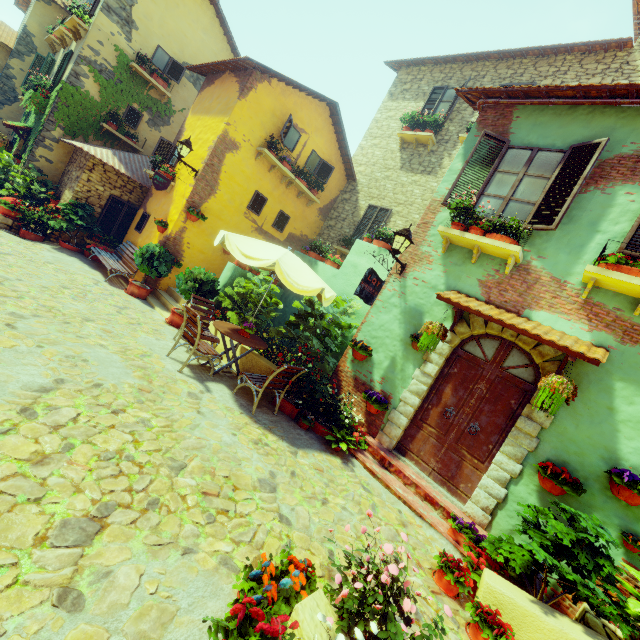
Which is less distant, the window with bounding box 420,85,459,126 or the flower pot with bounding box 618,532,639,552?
the flower pot with bounding box 618,532,639,552

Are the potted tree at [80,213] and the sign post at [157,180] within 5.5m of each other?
yes

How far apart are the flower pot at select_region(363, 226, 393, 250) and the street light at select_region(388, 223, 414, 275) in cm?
109

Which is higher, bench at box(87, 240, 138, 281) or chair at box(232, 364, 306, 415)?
chair at box(232, 364, 306, 415)

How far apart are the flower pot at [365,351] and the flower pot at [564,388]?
2.96m

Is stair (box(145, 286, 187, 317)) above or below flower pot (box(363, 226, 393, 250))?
below

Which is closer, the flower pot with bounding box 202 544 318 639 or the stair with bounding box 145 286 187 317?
the flower pot with bounding box 202 544 318 639

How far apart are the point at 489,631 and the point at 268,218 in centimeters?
1150cm
